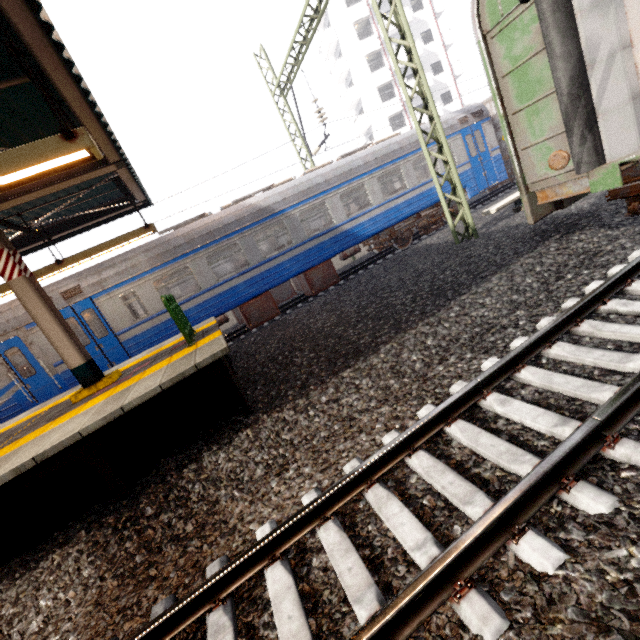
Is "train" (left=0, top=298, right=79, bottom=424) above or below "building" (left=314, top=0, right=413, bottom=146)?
below

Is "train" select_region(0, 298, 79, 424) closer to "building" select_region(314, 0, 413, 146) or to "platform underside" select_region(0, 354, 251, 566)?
"platform underside" select_region(0, 354, 251, 566)

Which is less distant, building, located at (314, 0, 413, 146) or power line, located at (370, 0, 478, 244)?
power line, located at (370, 0, 478, 244)

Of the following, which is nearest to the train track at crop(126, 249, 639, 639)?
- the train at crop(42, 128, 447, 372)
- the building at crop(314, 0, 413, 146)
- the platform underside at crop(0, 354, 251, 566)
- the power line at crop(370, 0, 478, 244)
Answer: the platform underside at crop(0, 354, 251, 566)

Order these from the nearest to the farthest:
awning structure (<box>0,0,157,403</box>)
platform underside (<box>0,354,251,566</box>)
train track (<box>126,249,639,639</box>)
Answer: train track (<box>126,249,639,639</box>) < awning structure (<box>0,0,157,403</box>) < platform underside (<box>0,354,251,566</box>)

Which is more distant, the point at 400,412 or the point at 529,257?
the point at 529,257

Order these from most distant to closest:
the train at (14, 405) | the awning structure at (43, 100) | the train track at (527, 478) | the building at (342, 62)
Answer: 1. the building at (342, 62)
2. the train at (14, 405)
3. the awning structure at (43, 100)
4. the train track at (527, 478)

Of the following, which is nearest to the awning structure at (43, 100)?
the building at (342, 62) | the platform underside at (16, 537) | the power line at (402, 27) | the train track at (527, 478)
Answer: the platform underside at (16, 537)
